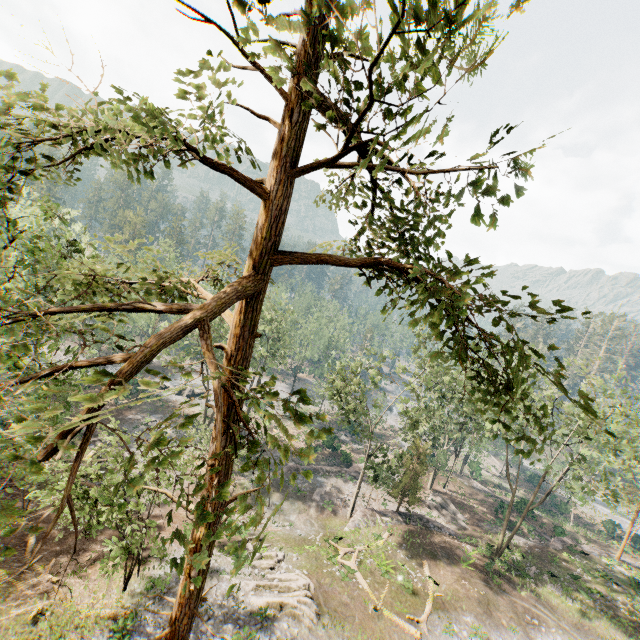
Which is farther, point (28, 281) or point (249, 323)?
point (28, 281)

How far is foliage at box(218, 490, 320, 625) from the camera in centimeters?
345cm

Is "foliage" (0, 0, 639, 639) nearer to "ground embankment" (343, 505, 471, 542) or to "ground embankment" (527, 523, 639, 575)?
"ground embankment" (343, 505, 471, 542)

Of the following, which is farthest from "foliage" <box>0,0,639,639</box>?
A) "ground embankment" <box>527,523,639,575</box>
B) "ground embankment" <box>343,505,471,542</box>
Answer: "ground embankment" <box>527,523,639,575</box>

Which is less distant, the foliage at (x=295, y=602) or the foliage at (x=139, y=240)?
the foliage at (x=295, y=602)

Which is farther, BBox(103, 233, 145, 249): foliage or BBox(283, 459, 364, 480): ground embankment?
BBox(283, 459, 364, 480): ground embankment

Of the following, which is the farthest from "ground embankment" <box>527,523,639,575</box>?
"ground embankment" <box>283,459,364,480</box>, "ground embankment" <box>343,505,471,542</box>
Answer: "ground embankment" <box>283,459,364,480</box>

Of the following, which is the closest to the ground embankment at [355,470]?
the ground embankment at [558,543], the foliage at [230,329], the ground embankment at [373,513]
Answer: the foliage at [230,329]
